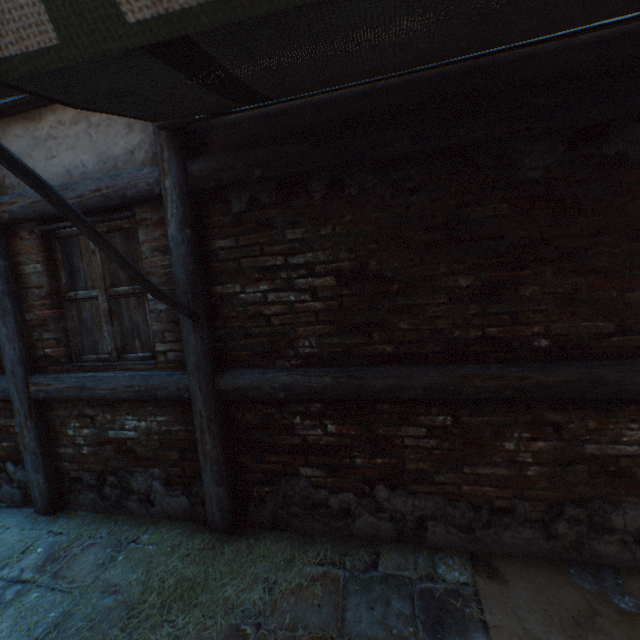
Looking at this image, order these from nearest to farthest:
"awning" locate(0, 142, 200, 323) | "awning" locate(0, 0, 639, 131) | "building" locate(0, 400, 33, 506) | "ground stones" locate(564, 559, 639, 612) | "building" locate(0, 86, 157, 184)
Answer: "awning" locate(0, 0, 639, 131), "awning" locate(0, 142, 200, 323), "ground stones" locate(564, 559, 639, 612), "building" locate(0, 86, 157, 184), "building" locate(0, 400, 33, 506)

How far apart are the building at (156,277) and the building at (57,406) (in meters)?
0.23

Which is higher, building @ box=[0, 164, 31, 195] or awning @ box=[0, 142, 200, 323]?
building @ box=[0, 164, 31, 195]

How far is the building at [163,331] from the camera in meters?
2.8 m

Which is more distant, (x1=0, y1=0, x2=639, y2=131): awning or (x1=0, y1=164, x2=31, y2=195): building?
(x1=0, y1=164, x2=31, y2=195): building

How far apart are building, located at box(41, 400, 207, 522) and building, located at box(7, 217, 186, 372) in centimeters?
23cm

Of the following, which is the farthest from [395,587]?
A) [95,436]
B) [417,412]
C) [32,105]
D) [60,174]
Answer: [32,105]

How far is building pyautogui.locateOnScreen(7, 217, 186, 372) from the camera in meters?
2.8
